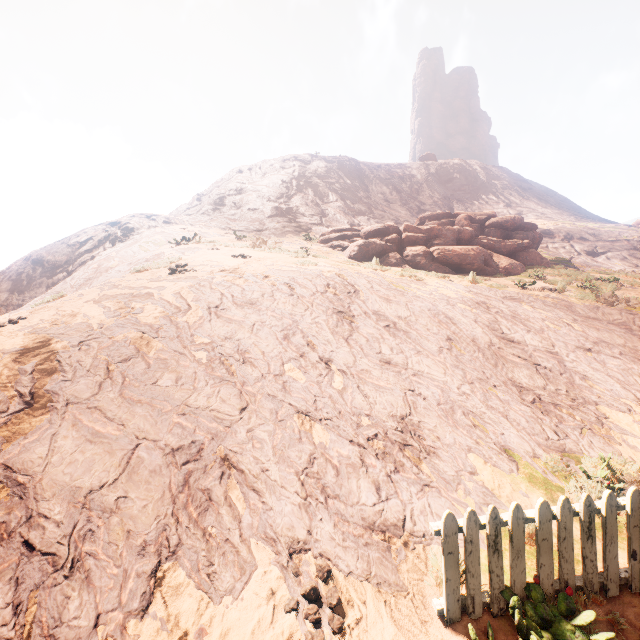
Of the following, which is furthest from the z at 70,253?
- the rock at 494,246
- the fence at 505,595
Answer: the rock at 494,246

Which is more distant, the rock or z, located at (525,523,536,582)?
the rock

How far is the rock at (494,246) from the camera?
16.1 meters

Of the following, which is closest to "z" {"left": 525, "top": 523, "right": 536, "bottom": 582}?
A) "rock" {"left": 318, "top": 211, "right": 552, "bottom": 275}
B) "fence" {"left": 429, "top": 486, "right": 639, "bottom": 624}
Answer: "fence" {"left": 429, "top": 486, "right": 639, "bottom": 624}

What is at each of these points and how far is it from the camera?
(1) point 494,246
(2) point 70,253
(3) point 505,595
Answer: (1) rock, 18.3m
(2) z, 20.4m
(3) fence, 2.9m
